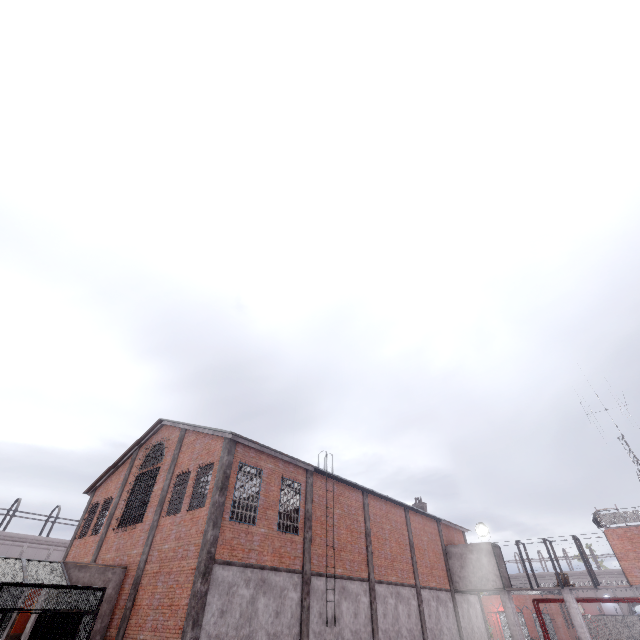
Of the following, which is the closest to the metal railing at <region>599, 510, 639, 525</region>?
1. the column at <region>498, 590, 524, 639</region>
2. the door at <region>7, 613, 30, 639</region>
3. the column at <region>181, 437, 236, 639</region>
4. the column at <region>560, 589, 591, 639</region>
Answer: the column at <region>560, 589, 591, 639</region>

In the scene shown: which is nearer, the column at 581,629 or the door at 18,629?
the door at 18,629

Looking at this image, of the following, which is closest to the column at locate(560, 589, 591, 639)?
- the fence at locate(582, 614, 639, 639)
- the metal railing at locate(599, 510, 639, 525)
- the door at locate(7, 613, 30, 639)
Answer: the metal railing at locate(599, 510, 639, 525)

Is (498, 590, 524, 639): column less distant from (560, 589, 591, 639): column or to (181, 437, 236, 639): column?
(560, 589, 591, 639): column

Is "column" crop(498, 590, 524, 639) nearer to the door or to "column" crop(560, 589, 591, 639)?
"column" crop(560, 589, 591, 639)

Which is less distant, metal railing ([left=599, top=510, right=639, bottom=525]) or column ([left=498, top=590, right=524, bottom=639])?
metal railing ([left=599, top=510, right=639, bottom=525])

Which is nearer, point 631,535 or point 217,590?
point 217,590

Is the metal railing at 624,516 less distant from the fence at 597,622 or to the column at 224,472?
the fence at 597,622
